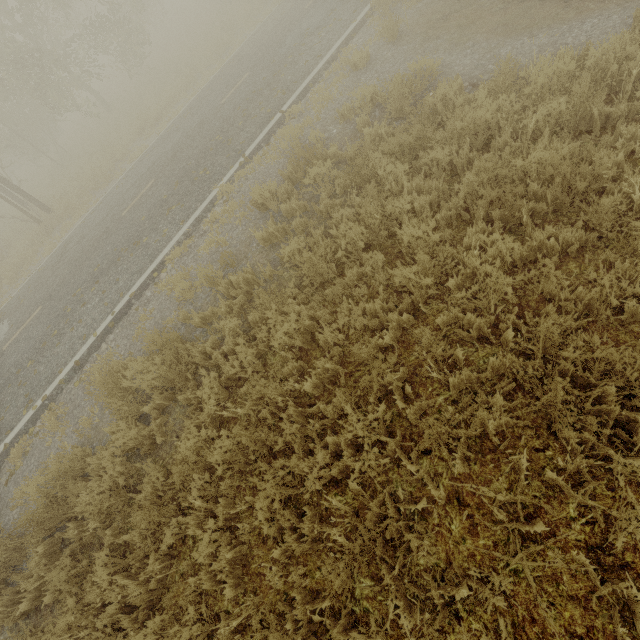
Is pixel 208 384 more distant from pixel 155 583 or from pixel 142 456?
pixel 155 583

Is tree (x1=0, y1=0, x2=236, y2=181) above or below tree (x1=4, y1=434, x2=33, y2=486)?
above

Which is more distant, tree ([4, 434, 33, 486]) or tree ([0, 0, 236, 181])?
tree ([0, 0, 236, 181])

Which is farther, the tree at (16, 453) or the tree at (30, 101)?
the tree at (30, 101)

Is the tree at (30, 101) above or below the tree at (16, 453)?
above
